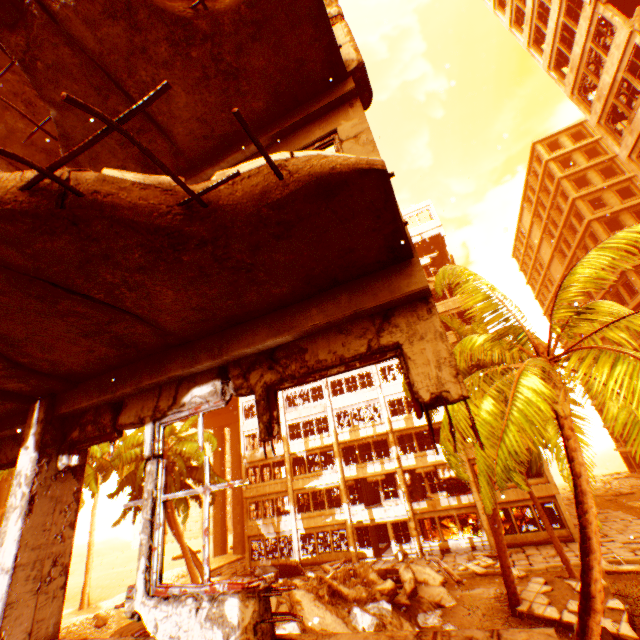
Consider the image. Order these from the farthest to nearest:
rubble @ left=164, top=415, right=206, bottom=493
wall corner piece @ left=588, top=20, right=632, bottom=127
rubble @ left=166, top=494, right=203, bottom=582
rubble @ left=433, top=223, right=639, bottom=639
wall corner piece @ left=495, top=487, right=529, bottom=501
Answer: wall corner piece @ left=495, top=487, right=529, bottom=501
rubble @ left=164, top=415, right=206, bottom=493
rubble @ left=166, top=494, right=203, bottom=582
wall corner piece @ left=588, top=20, right=632, bottom=127
rubble @ left=433, top=223, right=639, bottom=639

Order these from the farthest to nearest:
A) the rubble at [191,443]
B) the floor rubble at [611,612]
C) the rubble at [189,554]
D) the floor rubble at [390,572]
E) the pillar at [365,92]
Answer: the rubble at [191,443], the rubble at [189,554], the floor rubble at [390,572], the floor rubble at [611,612], the pillar at [365,92]

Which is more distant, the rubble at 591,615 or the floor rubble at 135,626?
the floor rubble at 135,626

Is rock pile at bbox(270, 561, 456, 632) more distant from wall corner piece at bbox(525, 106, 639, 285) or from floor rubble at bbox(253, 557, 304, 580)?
wall corner piece at bbox(525, 106, 639, 285)

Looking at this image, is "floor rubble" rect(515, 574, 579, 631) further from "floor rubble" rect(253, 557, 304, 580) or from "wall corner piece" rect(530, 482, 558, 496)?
"wall corner piece" rect(530, 482, 558, 496)

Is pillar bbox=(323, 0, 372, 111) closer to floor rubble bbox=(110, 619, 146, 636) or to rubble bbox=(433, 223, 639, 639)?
rubble bbox=(433, 223, 639, 639)

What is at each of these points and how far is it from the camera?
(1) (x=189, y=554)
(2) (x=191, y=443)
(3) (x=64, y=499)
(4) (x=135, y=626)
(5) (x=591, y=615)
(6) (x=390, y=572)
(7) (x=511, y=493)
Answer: (1) rubble, 19.14m
(2) rubble, 22.19m
(3) pillar, 3.93m
(4) floor rubble, 20.14m
(5) rubble, 5.00m
(6) floor rubble, 15.92m
(7) wall corner piece, 22.33m

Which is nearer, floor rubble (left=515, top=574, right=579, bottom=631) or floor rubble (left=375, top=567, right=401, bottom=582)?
floor rubble (left=515, top=574, right=579, bottom=631)
